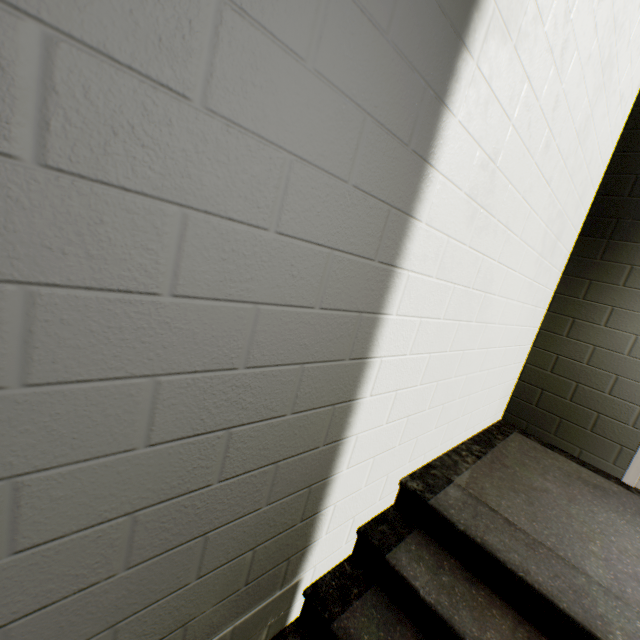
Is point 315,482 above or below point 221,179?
below
